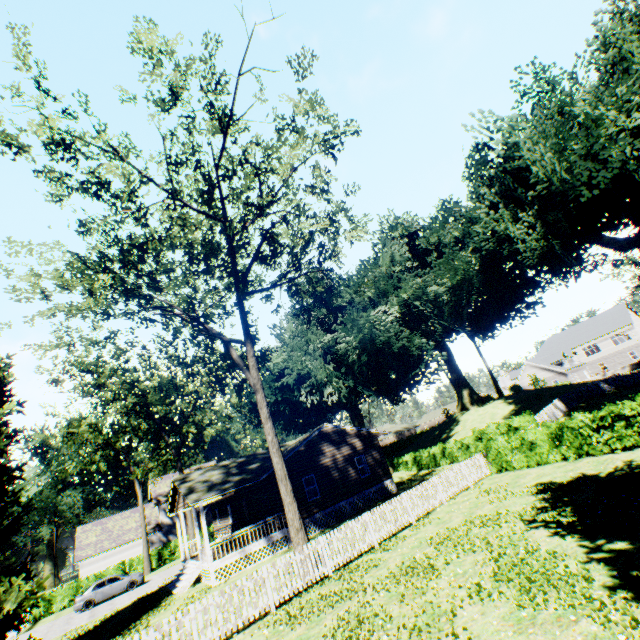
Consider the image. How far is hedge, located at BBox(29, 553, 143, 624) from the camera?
30.2m

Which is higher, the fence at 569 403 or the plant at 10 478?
the plant at 10 478

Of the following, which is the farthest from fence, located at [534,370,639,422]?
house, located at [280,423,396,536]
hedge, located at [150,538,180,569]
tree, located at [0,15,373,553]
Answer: hedge, located at [150,538,180,569]

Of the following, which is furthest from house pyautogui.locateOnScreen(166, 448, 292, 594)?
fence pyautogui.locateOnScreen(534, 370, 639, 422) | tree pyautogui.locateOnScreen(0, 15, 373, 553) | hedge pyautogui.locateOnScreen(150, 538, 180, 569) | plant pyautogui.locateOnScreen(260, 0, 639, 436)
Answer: fence pyautogui.locateOnScreen(534, 370, 639, 422)

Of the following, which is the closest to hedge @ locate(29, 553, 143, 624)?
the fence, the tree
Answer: the fence

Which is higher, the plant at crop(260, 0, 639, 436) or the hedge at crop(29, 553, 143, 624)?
the plant at crop(260, 0, 639, 436)

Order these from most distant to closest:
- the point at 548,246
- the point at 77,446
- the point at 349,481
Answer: the point at 77,446 < the point at 349,481 < the point at 548,246

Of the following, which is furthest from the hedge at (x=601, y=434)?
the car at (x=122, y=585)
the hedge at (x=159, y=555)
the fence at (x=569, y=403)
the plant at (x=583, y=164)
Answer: the hedge at (x=159, y=555)
